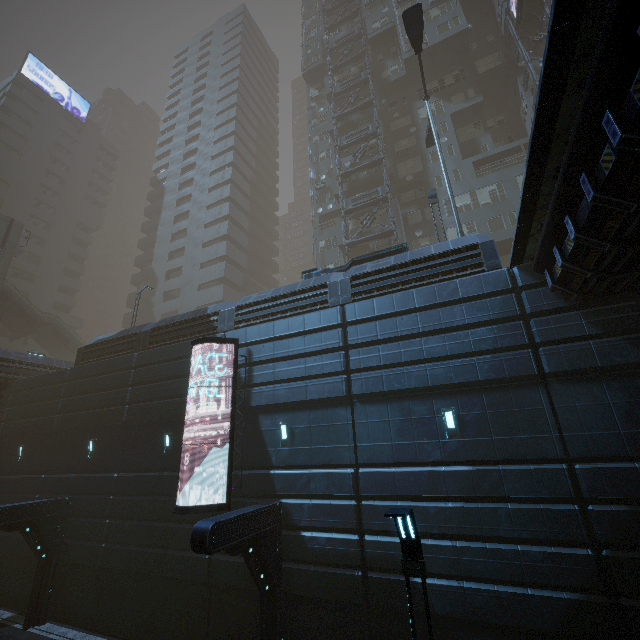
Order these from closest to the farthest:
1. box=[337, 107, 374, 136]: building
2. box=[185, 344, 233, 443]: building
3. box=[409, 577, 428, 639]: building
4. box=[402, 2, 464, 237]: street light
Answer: box=[409, 577, 428, 639]: building, box=[185, 344, 233, 443]: building, box=[402, 2, 464, 237]: street light, box=[337, 107, 374, 136]: building

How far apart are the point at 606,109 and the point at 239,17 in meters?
74.8

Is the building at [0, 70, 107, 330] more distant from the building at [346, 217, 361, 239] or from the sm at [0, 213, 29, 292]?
the sm at [0, 213, 29, 292]

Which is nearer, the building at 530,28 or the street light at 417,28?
the street light at 417,28

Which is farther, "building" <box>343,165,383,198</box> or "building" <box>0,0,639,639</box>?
"building" <box>343,165,383,198</box>

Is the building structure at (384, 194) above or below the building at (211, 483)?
above

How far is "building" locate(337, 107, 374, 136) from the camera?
33.4 meters

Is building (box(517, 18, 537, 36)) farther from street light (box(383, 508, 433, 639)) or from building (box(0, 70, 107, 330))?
street light (box(383, 508, 433, 639))
